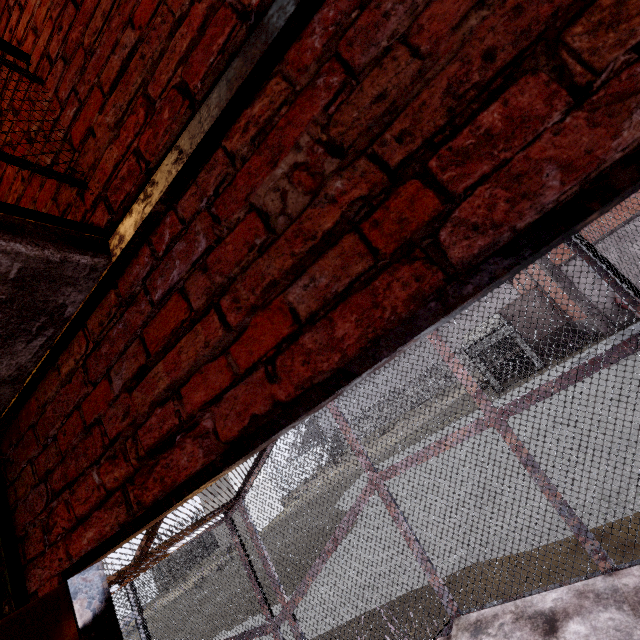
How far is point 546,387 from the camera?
2.9m

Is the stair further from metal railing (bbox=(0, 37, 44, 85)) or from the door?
metal railing (bbox=(0, 37, 44, 85))

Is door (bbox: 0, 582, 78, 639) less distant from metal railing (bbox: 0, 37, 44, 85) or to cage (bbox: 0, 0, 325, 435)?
cage (bbox: 0, 0, 325, 435)

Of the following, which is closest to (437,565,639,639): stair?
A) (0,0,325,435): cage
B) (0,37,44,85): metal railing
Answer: (0,0,325,435): cage

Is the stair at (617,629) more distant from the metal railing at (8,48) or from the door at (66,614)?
the metal railing at (8,48)

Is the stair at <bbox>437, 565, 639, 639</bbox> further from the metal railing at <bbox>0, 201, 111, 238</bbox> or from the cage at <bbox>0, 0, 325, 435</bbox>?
the metal railing at <bbox>0, 201, 111, 238</bbox>

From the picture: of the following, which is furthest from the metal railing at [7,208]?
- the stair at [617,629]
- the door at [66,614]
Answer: the stair at [617,629]
